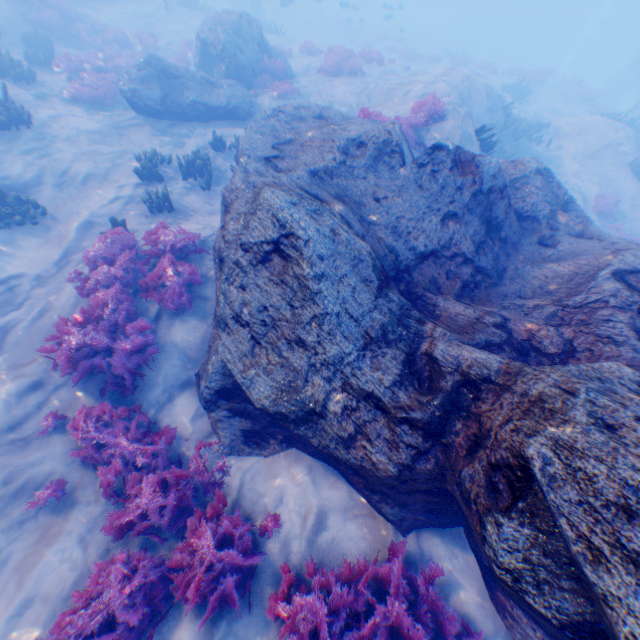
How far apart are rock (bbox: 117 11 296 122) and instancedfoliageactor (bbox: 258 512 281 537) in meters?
14.3

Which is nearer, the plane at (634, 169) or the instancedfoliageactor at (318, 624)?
the instancedfoliageactor at (318, 624)

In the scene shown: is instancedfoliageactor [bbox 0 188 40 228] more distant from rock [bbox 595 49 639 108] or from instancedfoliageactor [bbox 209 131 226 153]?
rock [bbox 595 49 639 108]

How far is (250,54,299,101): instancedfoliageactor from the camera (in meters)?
14.60

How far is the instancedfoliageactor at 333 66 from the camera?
17.4m

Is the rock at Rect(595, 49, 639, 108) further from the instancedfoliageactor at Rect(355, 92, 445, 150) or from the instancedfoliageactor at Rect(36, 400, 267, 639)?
the instancedfoliageactor at Rect(36, 400, 267, 639)

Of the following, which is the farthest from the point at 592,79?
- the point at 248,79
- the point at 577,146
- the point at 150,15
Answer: the point at 248,79

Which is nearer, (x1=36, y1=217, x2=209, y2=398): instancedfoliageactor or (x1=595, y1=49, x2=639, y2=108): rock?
(x1=36, y1=217, x2=209, y2=398): instancedfoliageactor
